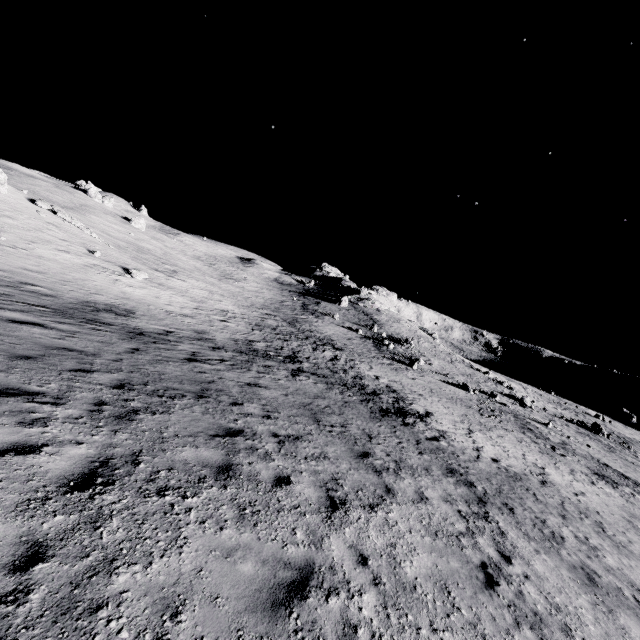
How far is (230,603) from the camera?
3.3m
